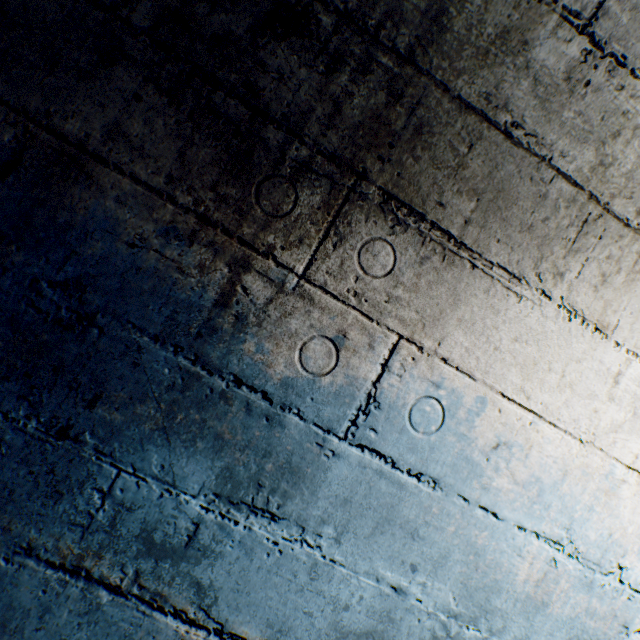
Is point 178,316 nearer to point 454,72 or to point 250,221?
point 250,221
